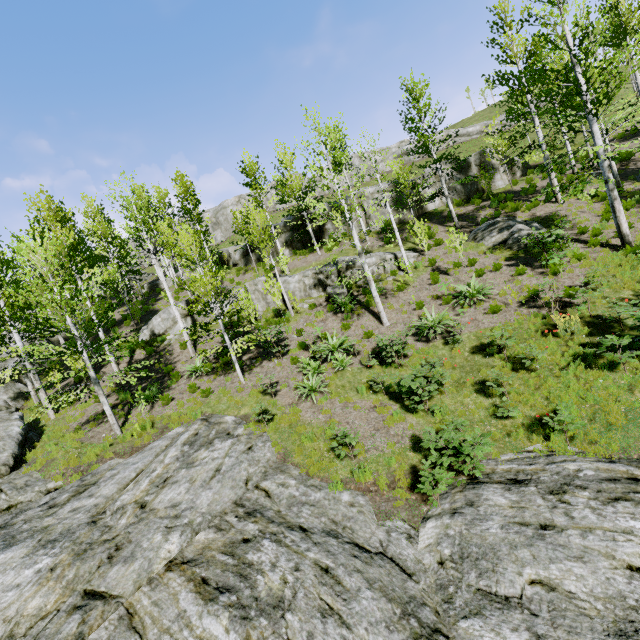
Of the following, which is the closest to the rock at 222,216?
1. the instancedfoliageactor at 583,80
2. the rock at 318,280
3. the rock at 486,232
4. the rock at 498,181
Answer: the instancedfoliageactor at 583,80

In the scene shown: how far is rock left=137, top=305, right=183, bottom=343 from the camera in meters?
20.5

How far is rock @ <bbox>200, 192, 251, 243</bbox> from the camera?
53.47m

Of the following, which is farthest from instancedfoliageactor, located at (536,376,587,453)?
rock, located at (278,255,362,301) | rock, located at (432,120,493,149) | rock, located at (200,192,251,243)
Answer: rock, located at (432,120,493,149)

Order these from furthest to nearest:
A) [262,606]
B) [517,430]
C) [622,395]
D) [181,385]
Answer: [181,385]
[517,430]
[622,395]
[262,606]

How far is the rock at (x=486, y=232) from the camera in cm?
1630

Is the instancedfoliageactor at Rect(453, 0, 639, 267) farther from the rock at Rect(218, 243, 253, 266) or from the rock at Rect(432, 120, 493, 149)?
the rock at Rect(432, 120, 493, 149)

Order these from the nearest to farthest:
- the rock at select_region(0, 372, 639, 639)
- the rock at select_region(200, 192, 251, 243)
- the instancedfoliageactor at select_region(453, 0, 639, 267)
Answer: the rock at select_region(0, 372, 639, 639) → the instancedfoliageactor at select_region(453, 0, 639, 267) → the rock at select_region(200, 192, 251, 243)
